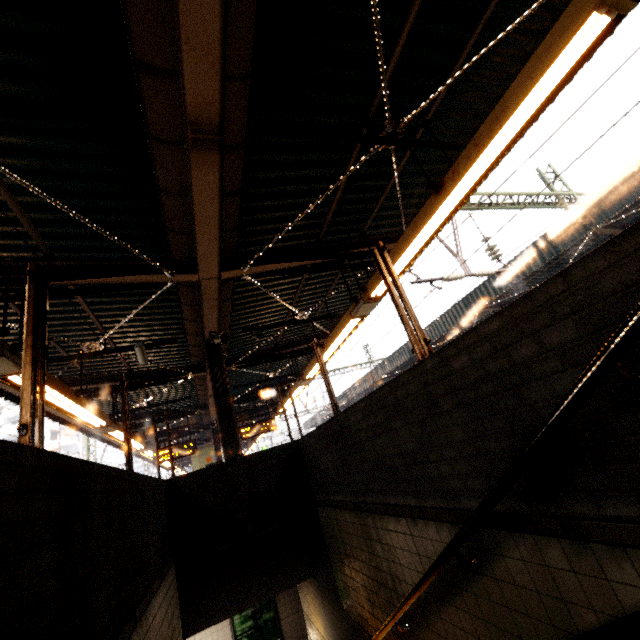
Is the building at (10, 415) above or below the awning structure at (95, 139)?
above

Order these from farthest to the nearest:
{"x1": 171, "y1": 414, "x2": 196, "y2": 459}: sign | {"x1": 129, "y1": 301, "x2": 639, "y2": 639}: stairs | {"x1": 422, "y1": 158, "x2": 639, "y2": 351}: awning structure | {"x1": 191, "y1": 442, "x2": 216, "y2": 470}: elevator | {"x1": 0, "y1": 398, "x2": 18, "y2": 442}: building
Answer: {"x1": 0, "y1": 398, "x2": 18, "y2": 442}: building
{"x1": 191, "y1": 442, "x2": 216, "y2": 470}: elevator
{"x1": 171, "y1": 414, "x2": 196, "y2": 459}: sign
{"x1": 422, "y1": 158, "x2": 639, "y2": 351}: awning structure
{"x1": 129, "y1": 301, "x2": 639, "y2": 639}: stairs

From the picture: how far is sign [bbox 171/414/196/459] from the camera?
12.1 meters

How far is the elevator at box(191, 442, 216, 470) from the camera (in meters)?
16.53

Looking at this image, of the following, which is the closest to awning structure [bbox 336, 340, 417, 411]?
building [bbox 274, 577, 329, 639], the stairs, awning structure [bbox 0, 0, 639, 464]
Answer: awning structure [bbox 0, 0, 639, 464]

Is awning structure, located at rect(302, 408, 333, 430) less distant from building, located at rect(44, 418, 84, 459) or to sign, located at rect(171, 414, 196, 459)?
sign, located at rect(171, 414, 196, 459)

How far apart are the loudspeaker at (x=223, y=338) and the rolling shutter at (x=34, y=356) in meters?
4.7

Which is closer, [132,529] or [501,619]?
[501,619]
